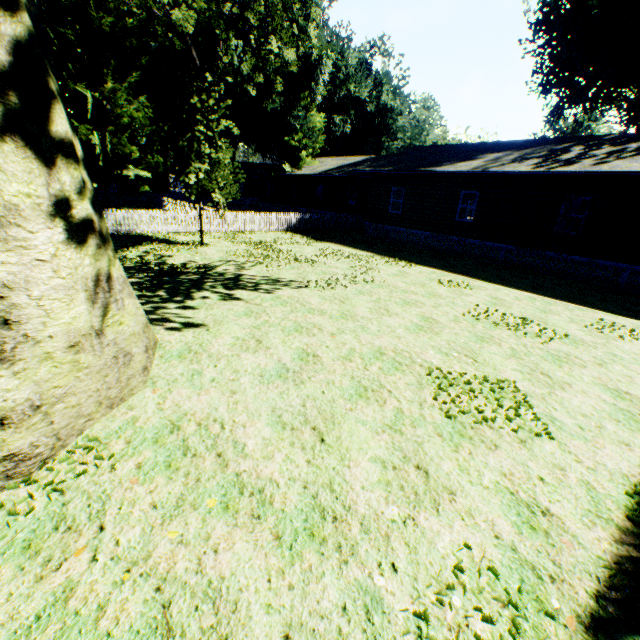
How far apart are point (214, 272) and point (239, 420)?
9.15m

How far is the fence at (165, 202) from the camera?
17.3m

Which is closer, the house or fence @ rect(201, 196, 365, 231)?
the house

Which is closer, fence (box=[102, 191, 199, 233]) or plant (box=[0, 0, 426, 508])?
plant (box=[0, 0, 426, 508])

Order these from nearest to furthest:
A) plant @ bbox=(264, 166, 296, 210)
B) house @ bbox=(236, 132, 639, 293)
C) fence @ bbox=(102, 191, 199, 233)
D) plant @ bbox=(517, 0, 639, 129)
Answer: house @ bbox=(236, 132, 639, 293) < fence @ bbox=(102, 191, 199, 233) < plant @ bbox=(517, 0, 639, 129) < plant @ bbox=(264, 166, 296, 210)

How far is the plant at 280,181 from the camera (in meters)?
36.12

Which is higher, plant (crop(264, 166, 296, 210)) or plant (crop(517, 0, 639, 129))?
plant (crop(517, 0, 639, 129))
